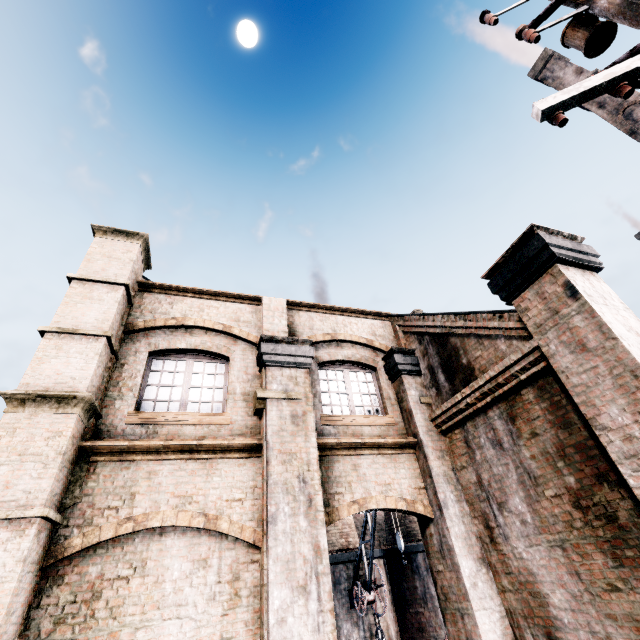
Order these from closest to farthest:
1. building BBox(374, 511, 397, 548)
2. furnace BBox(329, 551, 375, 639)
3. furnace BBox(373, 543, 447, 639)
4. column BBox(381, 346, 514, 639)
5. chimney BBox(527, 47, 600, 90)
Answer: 1. column BBox(381, 346, 514, 639)
2. furnace BBox(329, 551, 375, 639)
3. furnace BBox(373, 543, 447, 639)
4. building BBox(374, 511, 397, 548)
5. chimney BBox(527, 47, 600, 90)

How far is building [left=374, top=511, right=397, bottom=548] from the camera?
24.1m

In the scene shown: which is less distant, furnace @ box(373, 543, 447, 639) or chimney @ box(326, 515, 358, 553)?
furnace @ box(373, 543, 447, 639)

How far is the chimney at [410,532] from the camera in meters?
21.4

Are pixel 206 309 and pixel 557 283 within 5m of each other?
no

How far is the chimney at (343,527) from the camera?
19.64m

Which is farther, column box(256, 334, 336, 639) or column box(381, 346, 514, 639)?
column box(381, 346, 514, 639)

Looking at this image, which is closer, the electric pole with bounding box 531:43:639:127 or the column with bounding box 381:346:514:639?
the electric pole with bounding box 531:43:639:127
